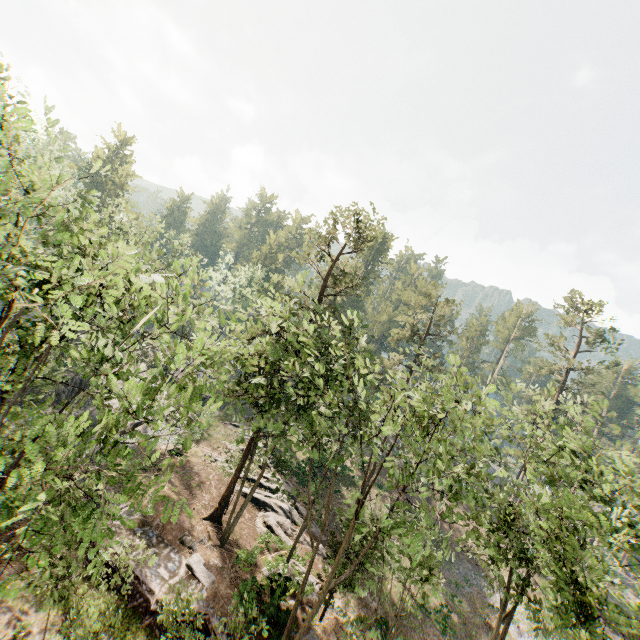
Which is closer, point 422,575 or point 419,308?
point 422,575

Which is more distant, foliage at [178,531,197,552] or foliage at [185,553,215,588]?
foliage at [178,531,197,552]

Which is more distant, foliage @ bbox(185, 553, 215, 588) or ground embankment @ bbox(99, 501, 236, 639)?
foliage @ bbox(185, 553, 215, 588)

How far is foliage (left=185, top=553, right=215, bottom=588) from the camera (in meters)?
19.34

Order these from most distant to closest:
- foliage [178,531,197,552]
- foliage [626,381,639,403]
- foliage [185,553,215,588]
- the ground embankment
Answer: foliage [626,381,639,403]
foliage [178,531,197,552]
foliage [185,553,215,588]
the ground embankment

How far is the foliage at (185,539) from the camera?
21.17m

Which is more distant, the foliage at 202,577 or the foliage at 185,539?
the foliage at 185,539
